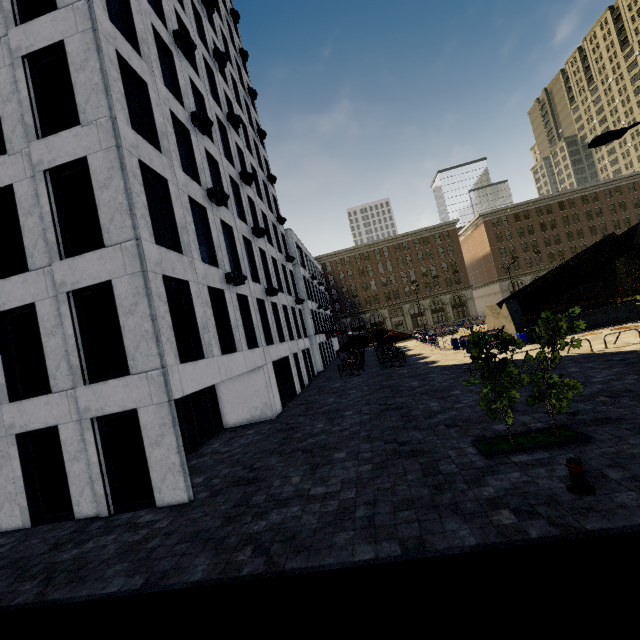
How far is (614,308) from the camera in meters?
22.7

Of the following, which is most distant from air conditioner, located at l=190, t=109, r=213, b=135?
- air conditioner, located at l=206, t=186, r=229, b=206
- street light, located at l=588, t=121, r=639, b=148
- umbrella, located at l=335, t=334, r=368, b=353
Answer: umbrella, located at l=335, t=334, r=368, b=353

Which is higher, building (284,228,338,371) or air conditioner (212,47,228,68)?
air conditioner (212,47,228,68)

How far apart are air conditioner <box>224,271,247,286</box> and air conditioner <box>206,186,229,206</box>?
3.47m

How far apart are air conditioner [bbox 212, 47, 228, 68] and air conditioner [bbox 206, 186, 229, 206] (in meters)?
12.53

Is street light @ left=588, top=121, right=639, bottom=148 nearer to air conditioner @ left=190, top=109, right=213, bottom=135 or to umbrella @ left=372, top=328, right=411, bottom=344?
air conditioner @ left=190, top=109, right=213, bottom=135

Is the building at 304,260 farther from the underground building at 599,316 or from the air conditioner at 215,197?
the air conditioner at 215,197

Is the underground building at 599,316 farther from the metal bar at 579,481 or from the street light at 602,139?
the metal bar at 579,481
